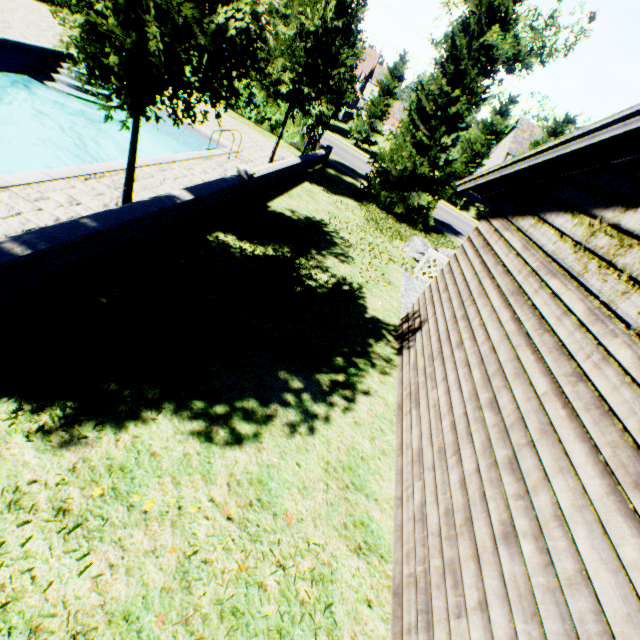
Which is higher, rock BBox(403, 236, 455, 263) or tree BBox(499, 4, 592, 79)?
tree BBox(499, 4, 592, 79)

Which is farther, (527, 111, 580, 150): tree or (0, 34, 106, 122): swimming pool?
(527, 111, 580, 150): tree

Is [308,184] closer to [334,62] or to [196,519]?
[334,62]

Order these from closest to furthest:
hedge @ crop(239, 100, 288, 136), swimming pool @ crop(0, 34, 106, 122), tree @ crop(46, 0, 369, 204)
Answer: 1. tree @ crop(46, 0, 369, 204)
2. swimming pool @ crop(0, 34, 106, 122)
3. hedge @ crop(239, 100, 288, 136)

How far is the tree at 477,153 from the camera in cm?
3048

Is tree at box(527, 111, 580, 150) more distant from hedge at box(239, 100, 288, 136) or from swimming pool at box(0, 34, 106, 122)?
hedge at box(239, 100, 288, 136)

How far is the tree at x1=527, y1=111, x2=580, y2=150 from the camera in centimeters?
2986cm

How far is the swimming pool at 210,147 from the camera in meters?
9.8
